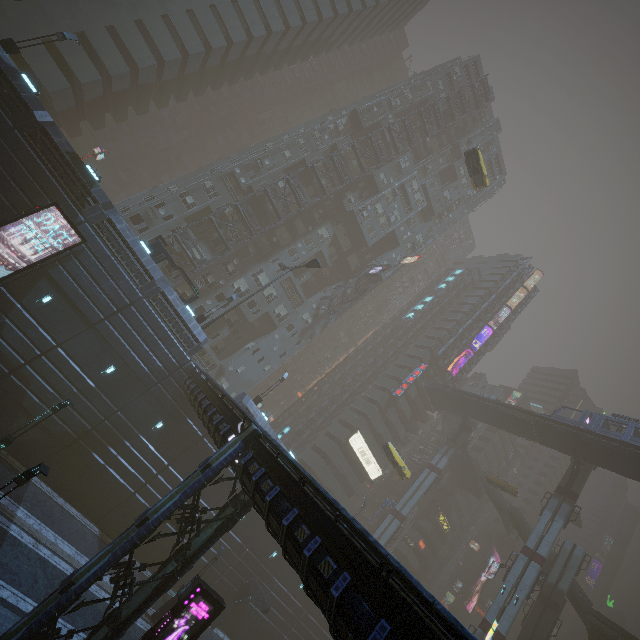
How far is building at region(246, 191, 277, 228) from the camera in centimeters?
4069cm

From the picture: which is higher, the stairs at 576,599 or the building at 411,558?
the stairs at 576,599

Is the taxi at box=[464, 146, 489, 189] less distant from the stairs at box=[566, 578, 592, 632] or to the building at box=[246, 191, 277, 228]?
the building at box=[246, 191, 277, 228]

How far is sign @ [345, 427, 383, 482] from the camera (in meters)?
50.53

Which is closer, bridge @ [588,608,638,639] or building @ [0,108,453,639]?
building @ [0,108,453,639]

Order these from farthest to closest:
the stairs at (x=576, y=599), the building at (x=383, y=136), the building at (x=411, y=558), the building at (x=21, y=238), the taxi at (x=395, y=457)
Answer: the building at (x=411, y=558) → the building at (x=383, y=136) → the stairs at (x=576, y=599) → the taxi at (x=395, y=457) → the building at (x=21, y=238)

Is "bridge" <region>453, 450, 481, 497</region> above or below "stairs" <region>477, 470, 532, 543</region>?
above

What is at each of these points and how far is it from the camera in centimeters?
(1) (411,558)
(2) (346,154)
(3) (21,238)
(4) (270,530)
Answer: (1) building, 5875cm
(2) building, 4694cm
(3) building, 1969cm
(4) building, 3109cm
